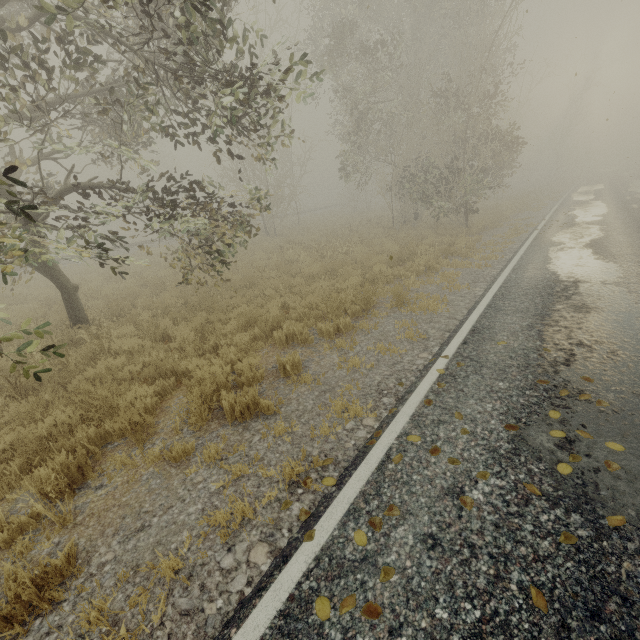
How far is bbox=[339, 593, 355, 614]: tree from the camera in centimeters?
224cm

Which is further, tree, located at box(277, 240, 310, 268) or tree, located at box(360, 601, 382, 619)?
tree, located at box(277, 240, 310, 268)

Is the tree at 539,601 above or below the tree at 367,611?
above

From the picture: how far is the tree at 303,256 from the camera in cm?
1387

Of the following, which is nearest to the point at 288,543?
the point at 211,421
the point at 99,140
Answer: the point at 211,421

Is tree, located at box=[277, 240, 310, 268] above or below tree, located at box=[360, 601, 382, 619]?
above
